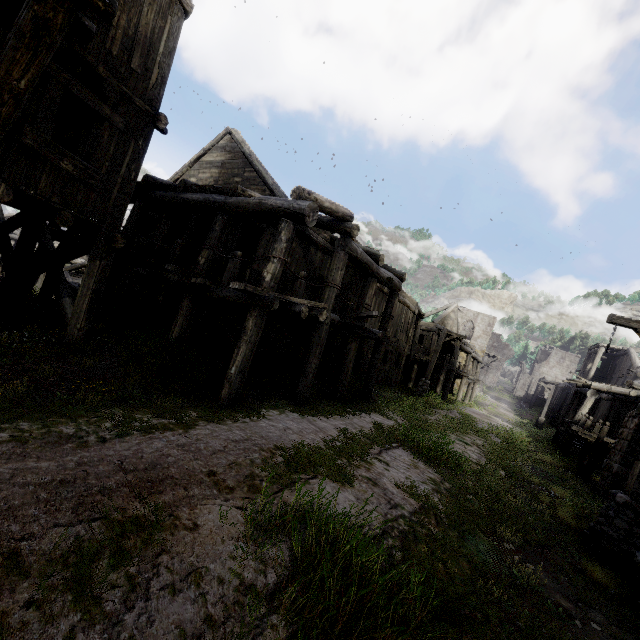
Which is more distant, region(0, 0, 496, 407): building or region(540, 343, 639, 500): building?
region(540, 343, 639, 500): building

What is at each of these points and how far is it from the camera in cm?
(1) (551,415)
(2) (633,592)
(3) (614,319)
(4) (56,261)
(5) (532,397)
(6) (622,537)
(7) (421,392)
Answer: (1) building, 4191
(2) building, 499
(3) wooden lamp post, 688
(4) building, 788
(5) building, 5509
(6) wooden lamp post, 611
(7) wooden lamp post, 2058

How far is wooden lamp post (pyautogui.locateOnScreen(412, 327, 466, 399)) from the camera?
20.3m

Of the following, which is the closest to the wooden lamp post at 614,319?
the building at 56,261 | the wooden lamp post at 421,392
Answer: the building at 56,261

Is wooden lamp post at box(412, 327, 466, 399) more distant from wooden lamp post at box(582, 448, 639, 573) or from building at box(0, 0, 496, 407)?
wooden lamp post at box(582, 448, 639, 573)

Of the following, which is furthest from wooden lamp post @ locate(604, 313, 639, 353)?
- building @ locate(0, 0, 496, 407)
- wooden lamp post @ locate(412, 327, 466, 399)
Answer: wooden lamp post @ locate(412, 327, 466, 399)

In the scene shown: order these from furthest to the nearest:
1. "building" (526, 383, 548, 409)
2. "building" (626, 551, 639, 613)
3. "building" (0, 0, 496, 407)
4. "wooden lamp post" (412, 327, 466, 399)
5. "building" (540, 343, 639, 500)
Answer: "building" (526, 383, 548, 409) < "wooden lamp post" (412, 327, 466, 399) < "building" (540, 343, 639, 500) < "building" (0, 0, 496, 407) < "building" (626, 551, 639, 613)
